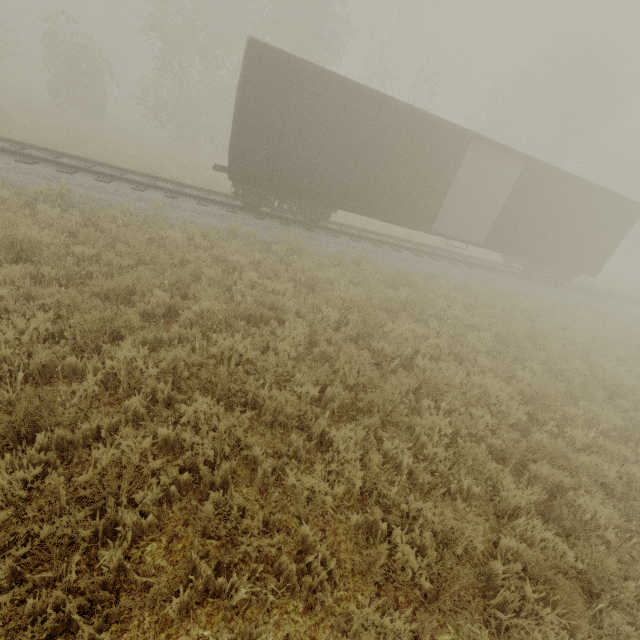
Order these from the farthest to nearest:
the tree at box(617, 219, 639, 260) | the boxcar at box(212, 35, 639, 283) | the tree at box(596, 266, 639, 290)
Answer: the tree at box(617, 219, 639, 260)
the tree at box(596, 266, 639, 290)
the boxcar at box(212, 35, 639, 283)

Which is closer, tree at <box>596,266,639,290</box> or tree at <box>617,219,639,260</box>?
tree at <box>596,266,639,290</box>

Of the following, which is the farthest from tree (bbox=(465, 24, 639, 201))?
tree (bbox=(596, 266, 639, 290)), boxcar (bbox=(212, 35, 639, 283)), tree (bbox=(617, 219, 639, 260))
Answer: boxcar (bbox=(212, 35, 639, 283))

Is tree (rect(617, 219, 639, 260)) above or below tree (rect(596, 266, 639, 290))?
above

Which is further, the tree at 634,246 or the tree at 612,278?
the tree at 634,246

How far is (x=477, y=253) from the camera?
22.3m

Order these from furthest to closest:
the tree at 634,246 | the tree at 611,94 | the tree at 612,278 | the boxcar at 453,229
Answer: the tree at 634,246 < the tree at 612,278 < the tree at 611,94 < the boxcar at 453,229
